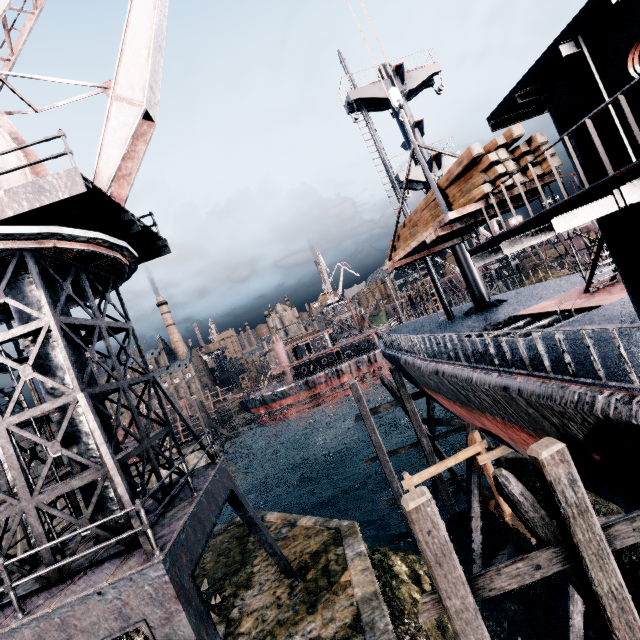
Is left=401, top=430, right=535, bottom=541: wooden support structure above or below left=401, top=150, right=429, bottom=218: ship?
below

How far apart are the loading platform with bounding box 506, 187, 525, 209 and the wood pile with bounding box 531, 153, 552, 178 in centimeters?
3cm

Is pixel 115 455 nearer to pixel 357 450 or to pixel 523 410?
pixel 523 410

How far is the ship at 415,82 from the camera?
19.8 meters

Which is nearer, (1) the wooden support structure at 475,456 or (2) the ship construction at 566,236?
(1) the wooden support structure at 475,456

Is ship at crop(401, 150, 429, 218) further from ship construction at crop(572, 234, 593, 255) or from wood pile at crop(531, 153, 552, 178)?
ship construction at crop(572, 234, 593, 255)

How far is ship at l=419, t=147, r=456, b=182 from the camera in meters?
19.5 m

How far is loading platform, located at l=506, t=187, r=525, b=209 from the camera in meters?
8.1
